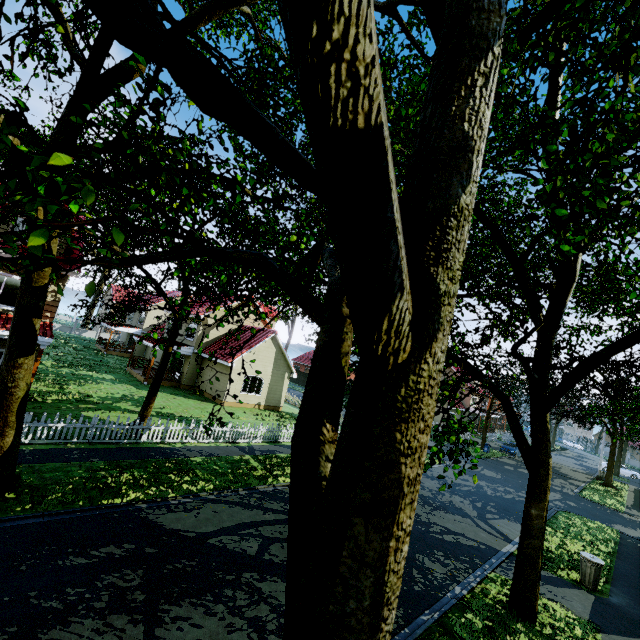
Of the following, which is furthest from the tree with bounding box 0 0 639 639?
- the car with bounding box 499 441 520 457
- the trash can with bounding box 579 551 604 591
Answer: the trash can with bounding box 579 551 604 591

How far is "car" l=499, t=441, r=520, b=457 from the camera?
36.5 meters

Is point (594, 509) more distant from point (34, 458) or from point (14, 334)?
point (14, 334)

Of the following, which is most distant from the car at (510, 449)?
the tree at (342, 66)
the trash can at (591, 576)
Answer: the trash can at (591, 576)

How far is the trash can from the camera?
10.8 meters

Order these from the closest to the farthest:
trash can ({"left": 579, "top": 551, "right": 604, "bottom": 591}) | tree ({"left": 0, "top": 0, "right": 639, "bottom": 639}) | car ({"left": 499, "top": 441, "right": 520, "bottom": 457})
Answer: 1. tree ({"left": 0, "top": 0, "right": 639, "bottom": 639})
2. trash can ({"left": 579, "top": 551, "right": 604, "bottom": 591})
3. car ({"left": 499, "top": 441, "right": 520, "bottom": 457})
